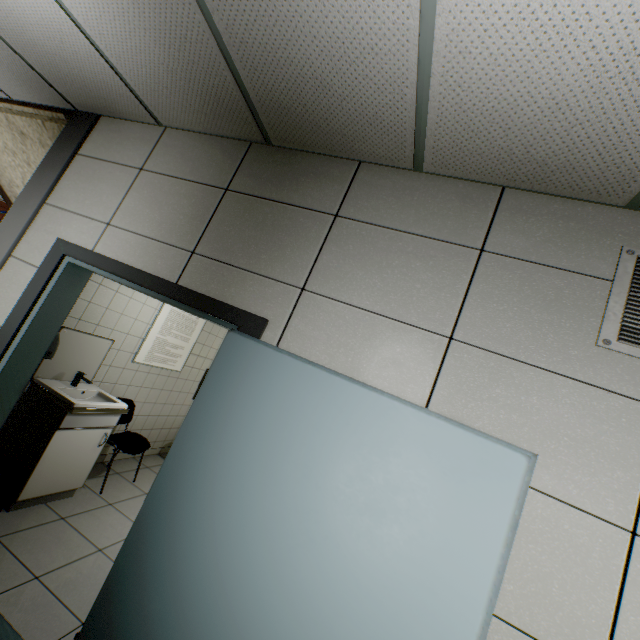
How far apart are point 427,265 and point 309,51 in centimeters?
111cm

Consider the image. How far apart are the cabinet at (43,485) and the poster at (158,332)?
1.0m

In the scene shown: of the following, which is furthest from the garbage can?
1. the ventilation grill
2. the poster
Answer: the ventilation grill

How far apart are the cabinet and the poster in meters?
1.0 m

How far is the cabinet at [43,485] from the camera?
2.7m

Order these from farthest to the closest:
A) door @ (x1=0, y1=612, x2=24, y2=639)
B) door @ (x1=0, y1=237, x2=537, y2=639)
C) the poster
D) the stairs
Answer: the poster
the stairs
door @ (x1=0, y1=612, x2=24, y2=639)
door @ (x1=0, y1=237, x2=537, y2=639)

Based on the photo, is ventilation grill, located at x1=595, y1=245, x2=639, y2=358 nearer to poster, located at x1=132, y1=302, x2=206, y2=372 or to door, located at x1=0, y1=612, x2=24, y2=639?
door, located at x1=0, y1=612, x2=24, y2=639

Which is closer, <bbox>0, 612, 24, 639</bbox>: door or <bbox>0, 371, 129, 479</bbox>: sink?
<bbox>0, 612, 24, 639</bbox>: door
